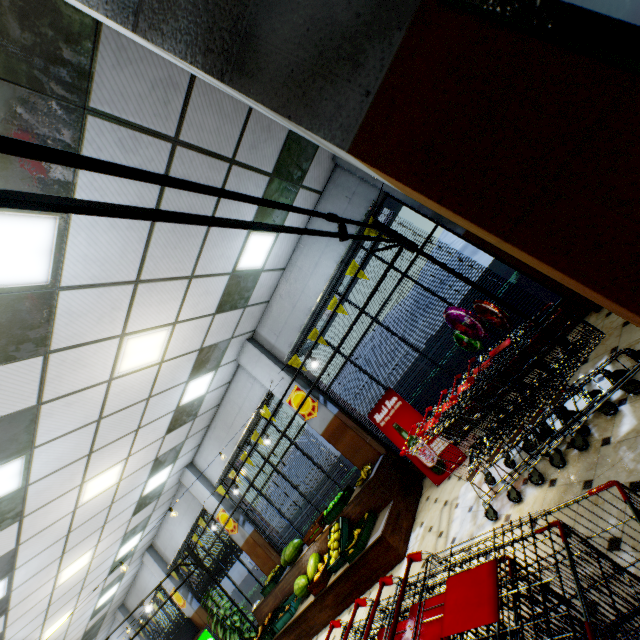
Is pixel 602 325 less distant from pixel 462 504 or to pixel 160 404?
pixel 462 504

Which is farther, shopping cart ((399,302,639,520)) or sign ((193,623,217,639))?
sign ((193,623,217,639))

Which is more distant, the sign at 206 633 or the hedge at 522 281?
the sign at 206 633

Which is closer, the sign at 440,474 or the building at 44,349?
the building at 44,349

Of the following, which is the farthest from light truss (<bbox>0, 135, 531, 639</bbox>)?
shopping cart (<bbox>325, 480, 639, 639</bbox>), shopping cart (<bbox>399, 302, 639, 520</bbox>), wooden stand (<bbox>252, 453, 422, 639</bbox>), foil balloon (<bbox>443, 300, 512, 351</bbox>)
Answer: shopping cart (<bbox>325, 480, 639, 639</bbox>)

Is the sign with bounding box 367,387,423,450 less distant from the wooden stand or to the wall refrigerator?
the wooden stand

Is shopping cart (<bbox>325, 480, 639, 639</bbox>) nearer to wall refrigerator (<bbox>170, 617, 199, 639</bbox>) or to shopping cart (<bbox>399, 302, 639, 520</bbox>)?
shopping cart (<bbox>399, 302, 639, 520</bbox>)

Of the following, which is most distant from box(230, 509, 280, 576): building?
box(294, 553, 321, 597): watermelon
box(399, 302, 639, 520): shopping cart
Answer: box(294, 553, 321, 597): watermelon
